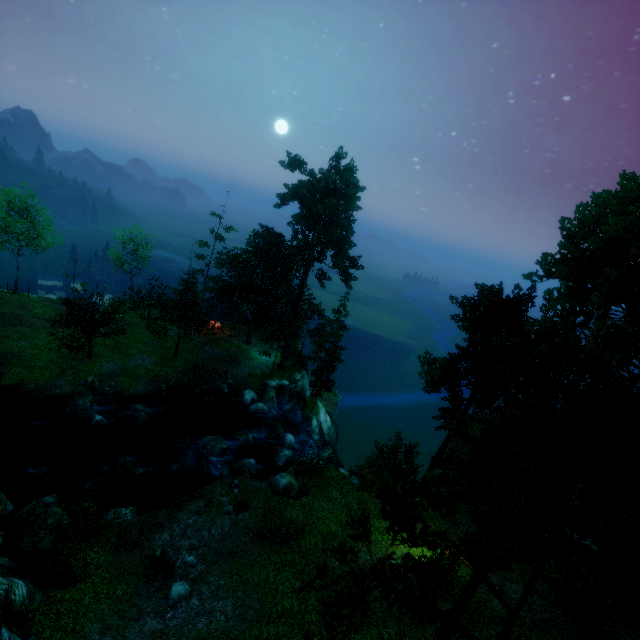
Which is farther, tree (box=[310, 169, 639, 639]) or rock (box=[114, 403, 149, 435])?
rock (box=[114, 403, 149, 435])

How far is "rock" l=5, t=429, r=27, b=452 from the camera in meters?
22.7 m

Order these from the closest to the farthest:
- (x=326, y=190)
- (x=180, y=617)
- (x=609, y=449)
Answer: (x=609, y=449) < (x=180, y=617) < (x=326, y=190)

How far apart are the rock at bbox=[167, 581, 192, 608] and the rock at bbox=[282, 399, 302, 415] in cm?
2110

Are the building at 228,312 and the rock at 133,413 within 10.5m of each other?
no

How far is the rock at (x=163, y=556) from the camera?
15.91m

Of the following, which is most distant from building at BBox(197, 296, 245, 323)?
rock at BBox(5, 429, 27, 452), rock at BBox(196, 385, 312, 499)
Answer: rock at BBox(5, 429, 27, 452)

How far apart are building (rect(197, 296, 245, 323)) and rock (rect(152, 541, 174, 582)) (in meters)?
25.47
